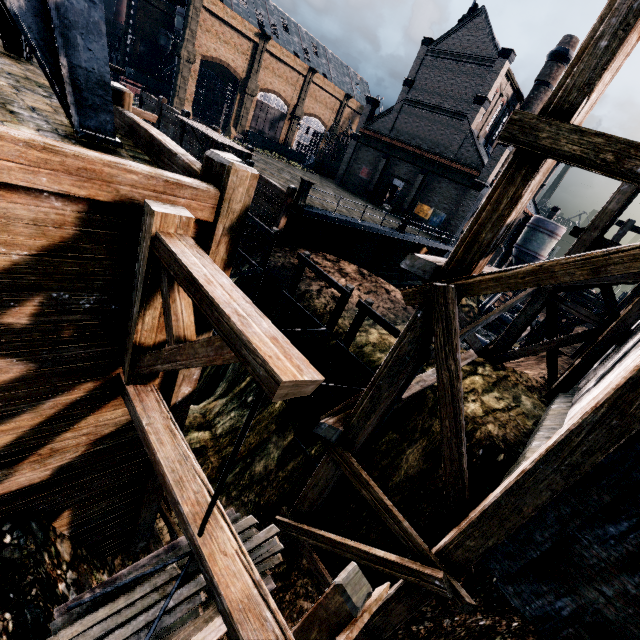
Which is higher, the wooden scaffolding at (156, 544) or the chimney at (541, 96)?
the chimney at (541, 96)

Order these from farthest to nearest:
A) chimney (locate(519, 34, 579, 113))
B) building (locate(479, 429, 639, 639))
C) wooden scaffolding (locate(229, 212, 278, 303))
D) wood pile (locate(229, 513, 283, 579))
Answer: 1. chimney (locate(519, 34, 579, 113))
2. wooden scaffolding (locate(229, 212, 278, 303))
3. building (locate(479, 429, 639, 639))
4. wood pile (locate(229, 513, 283, 579))

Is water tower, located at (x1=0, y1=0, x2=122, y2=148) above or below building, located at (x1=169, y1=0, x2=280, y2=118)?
below

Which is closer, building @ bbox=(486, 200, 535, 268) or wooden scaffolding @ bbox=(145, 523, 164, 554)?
wooden scaffolding @ bbox=(145, 523, 164, 554)

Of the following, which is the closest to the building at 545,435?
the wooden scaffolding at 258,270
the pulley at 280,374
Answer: the pulley at 280,374

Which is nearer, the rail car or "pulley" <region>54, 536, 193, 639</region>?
"pulley" <region>54, 536, 193, 639</region>

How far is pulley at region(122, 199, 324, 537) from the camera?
2.2 meters

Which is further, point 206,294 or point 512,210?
point 512,210
